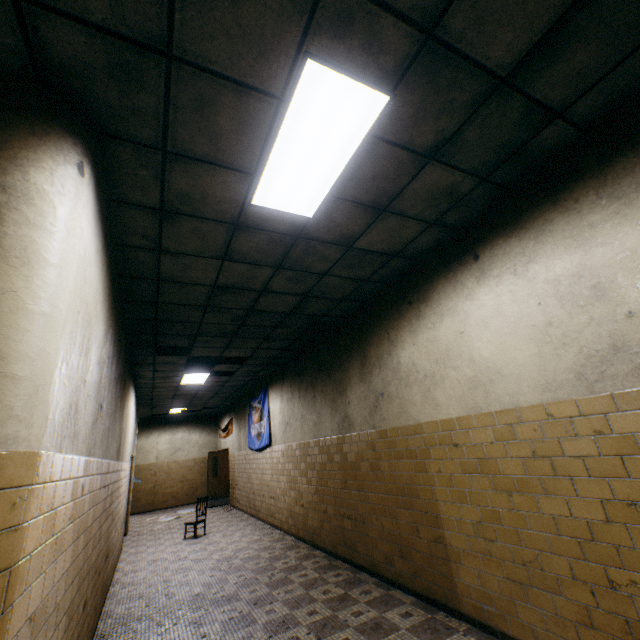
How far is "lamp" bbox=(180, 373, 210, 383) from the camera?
8.6 meters

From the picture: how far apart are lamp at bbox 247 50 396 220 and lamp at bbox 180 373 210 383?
6.5 meters

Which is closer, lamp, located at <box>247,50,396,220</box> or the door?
lamp, located at <box>247,50,396,220</box>

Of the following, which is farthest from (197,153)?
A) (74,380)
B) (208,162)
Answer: (74,380)

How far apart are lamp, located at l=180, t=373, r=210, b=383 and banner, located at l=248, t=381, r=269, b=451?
1.69m

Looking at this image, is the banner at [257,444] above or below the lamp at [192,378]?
below

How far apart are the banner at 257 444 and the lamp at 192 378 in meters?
1.7

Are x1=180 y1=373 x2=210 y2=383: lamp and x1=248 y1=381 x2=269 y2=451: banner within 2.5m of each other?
yes
